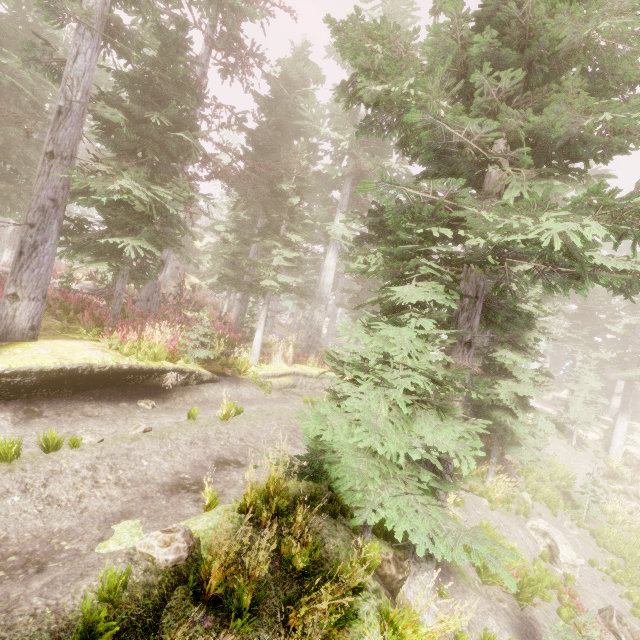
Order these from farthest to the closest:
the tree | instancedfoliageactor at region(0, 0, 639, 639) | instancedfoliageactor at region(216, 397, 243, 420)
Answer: the tree → instancedfoliageactor at region(216, 397, 243, 420) → instancedfoliageactor at region(0, 0, 639, 639)

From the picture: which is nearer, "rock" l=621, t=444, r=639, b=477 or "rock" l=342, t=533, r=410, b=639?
"rock" l=342, t=533, r=410, b=639

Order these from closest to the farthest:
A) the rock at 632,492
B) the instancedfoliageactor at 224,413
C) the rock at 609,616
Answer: the instancedfoliageactor at 224,413 < the rock at 609,616 < the rock at 632,492

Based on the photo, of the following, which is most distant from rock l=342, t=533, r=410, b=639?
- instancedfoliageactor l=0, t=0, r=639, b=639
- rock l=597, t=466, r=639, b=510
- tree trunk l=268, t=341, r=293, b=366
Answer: rock l=597, t=466, r=639, b=510

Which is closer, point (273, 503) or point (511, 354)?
point (273, 503)

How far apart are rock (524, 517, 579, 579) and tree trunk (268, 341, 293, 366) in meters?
11.9

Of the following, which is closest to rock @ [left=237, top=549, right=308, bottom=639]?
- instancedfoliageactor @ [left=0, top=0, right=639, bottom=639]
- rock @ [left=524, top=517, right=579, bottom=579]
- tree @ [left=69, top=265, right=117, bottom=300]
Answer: instancedfoliageactor @ [left=0, top=0, right=639, bottom=639]

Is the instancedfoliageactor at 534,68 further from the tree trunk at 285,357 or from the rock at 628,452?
the tree trunk at 285,357
